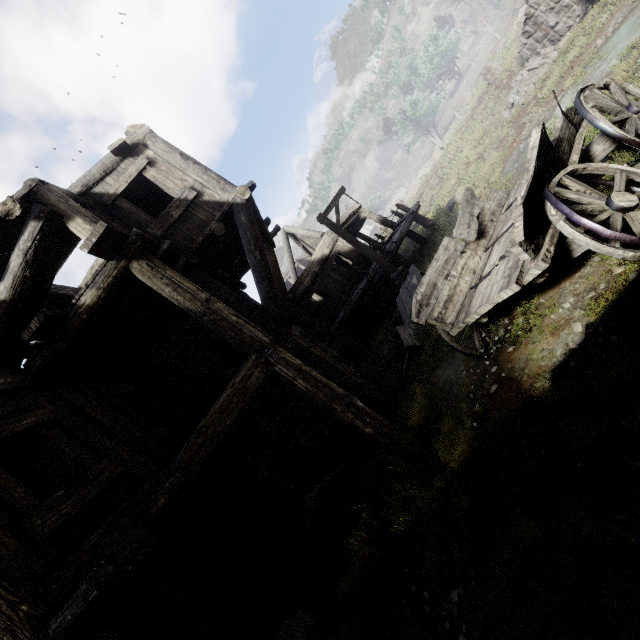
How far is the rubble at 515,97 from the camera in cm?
1256

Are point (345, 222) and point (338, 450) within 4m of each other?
no

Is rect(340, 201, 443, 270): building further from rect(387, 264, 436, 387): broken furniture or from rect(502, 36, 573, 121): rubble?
rect(502, 36, 573, 121): rubble

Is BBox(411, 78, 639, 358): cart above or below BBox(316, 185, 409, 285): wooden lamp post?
above

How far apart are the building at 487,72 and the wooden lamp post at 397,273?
16.9m

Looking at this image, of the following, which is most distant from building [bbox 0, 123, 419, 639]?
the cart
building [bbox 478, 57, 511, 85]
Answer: building [bbox 478, 57, 511, 85]

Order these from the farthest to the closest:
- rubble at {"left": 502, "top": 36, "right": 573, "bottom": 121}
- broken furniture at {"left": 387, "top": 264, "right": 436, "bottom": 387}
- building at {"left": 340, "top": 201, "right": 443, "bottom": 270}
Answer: building at {"left": 340, "top": 201, "right": 443, "bottom": 270} < rubble at {"left": 502, "top": 36, "right": 573, "bottom": 121} < broken furniture at {"left": 387, "top": 264, "right": 436, "bottom": 387}

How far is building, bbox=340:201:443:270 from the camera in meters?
15.6 m
